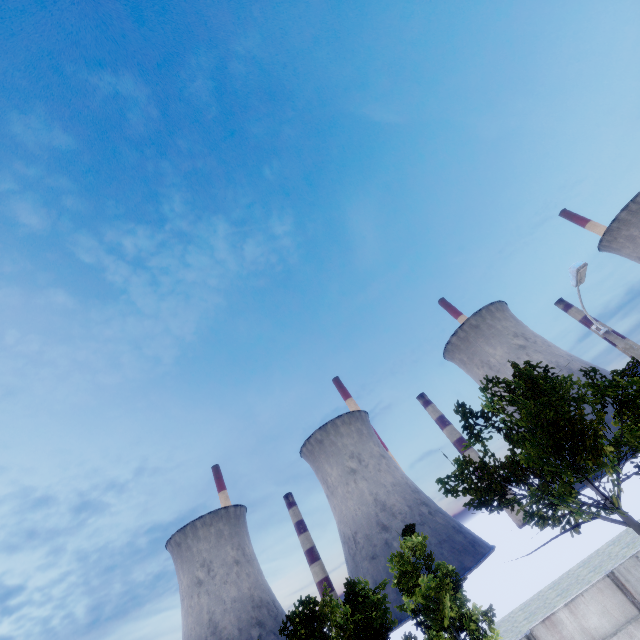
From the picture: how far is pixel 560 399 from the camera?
14.19m
